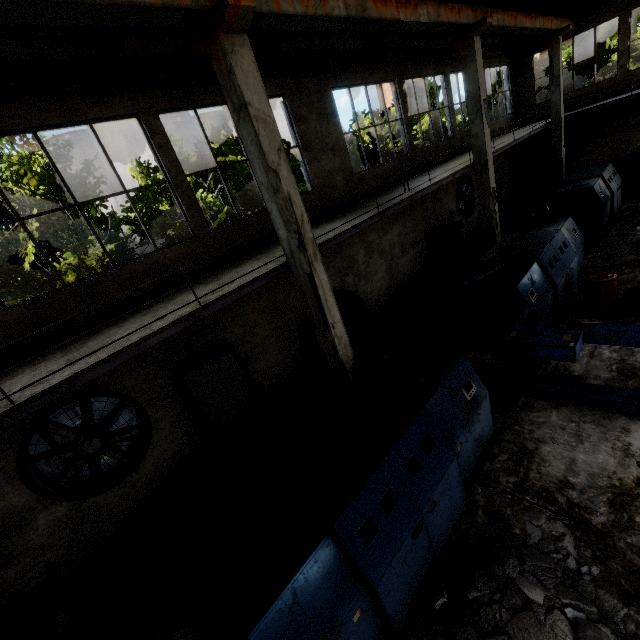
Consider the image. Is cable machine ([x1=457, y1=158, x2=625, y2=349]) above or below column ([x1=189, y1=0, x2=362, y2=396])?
below

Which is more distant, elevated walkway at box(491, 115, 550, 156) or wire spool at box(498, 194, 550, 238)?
elevated walkway at box(491, 115, 550, 156)

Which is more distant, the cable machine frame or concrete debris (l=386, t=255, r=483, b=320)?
concrete debris (l=386, t=255, r=483, b=320)

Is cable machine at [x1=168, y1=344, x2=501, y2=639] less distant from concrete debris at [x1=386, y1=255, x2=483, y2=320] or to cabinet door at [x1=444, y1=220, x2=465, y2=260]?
concrete debris at [x1=386, y1=255, x2=483, y2=320]

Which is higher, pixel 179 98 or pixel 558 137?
pixel 179 98

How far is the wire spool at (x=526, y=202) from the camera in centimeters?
→ 1244cm

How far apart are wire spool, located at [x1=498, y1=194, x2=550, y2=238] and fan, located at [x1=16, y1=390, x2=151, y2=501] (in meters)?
14.27

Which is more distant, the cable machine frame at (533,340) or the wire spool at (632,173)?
the wire spool at (632,173)
